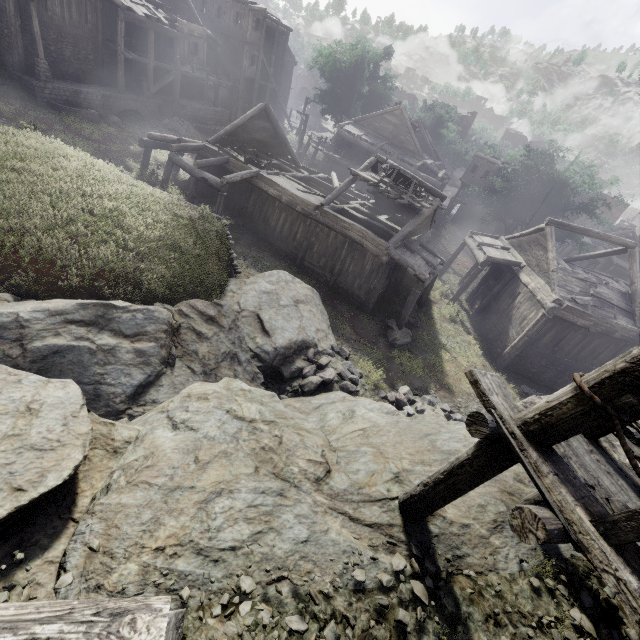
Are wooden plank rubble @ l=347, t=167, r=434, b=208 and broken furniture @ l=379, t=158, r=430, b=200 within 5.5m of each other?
yes

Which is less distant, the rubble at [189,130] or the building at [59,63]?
the building at [59,63]

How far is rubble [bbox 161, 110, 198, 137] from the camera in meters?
26.7

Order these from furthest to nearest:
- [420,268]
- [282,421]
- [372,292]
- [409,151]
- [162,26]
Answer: [409,151] → [162,26] → [372,292] → [420,268] → [282,421]

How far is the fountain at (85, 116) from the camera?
20.5 meters

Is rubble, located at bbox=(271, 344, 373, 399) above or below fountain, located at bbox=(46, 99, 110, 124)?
below

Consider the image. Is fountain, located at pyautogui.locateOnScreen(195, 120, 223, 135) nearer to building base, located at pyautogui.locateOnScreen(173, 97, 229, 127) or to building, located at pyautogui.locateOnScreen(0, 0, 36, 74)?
building base, located at pyautogui.locateOnScreen(173, 97, 229, 127)

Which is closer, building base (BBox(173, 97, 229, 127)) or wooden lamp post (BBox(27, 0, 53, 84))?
wooden lamp post (BBox(27, 0, 53, 84))
